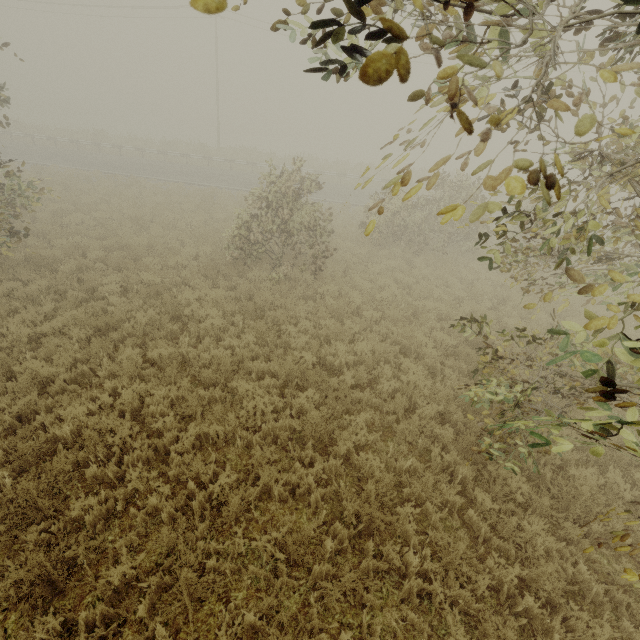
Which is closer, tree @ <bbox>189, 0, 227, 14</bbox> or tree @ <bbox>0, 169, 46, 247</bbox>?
tree @ <bbox>189, 0, 227, 14</bbox>

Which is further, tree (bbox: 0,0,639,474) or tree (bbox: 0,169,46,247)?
tree (bbox: 0,169,46,247)

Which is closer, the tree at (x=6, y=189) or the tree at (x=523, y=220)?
the tree at (x=523, y=220)

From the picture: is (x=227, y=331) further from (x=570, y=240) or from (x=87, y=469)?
(x=570, y=240)

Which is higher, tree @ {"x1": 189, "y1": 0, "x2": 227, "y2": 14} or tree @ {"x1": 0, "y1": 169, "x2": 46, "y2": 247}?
→ tree @ {"x1": 189, "y1": 0, "x2": 227, "y2": 14}

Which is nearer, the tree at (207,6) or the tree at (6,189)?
the tree at (207,6)
